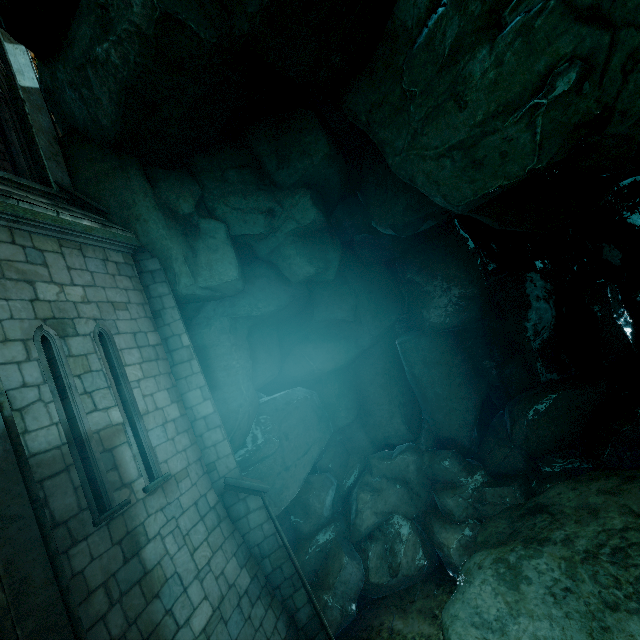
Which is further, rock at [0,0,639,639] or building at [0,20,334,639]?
rock at [0,0,639,639]

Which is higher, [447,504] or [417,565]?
[447,504]

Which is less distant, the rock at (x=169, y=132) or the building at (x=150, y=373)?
the building at (x=150, y=373)
